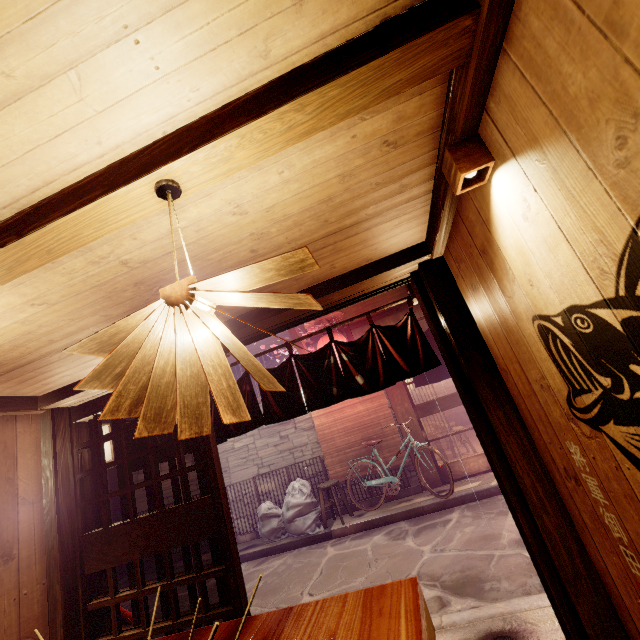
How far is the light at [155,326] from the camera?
1.5 meters

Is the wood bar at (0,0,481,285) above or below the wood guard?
below

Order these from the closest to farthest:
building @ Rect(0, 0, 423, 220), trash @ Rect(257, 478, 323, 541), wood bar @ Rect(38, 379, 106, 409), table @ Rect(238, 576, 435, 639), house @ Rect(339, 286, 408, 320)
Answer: building @ Rect(0, 0, 423, 220)
table @ Rect(238, 576, 435, 639)
wood bar @ Rect(38, 379, 106, 409)
trash @ Rect(257, 478, 323, 541)
house @ Rect(339, 286, 408, 320)

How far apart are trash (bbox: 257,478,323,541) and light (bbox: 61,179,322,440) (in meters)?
11.73

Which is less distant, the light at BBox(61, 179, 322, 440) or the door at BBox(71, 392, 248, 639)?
the light at BBox(61, 179, 322, 440)

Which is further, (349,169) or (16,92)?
(349,169)

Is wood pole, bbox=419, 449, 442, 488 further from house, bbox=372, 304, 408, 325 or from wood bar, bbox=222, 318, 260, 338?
wood bar, bbox=222, 318, 260, 338

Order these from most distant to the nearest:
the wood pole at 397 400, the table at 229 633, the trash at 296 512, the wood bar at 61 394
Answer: the wood pole at 397 400 < the trash at 296 512 < the wood bar at 61 394 < the table at 229 633
